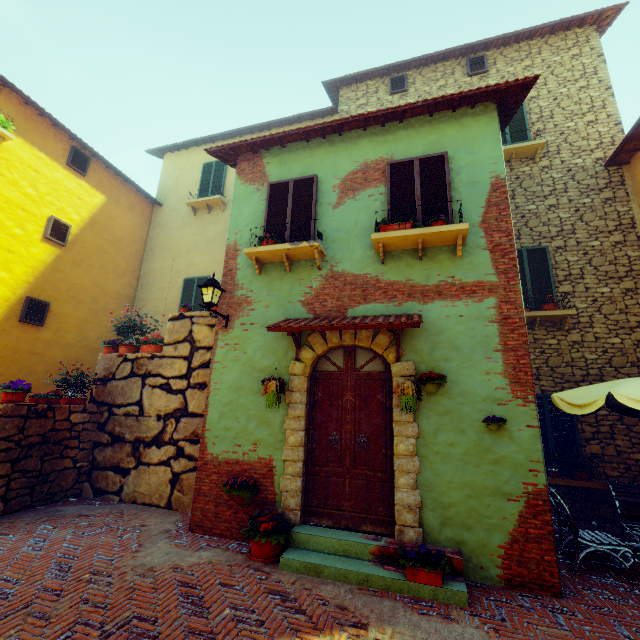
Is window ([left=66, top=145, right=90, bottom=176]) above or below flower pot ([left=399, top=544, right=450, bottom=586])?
above

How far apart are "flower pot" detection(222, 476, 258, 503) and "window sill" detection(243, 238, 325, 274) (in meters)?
3.69

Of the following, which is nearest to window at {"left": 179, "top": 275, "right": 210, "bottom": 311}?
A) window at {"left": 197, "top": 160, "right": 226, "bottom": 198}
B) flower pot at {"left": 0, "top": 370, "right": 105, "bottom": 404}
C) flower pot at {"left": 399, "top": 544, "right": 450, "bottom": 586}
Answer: window at {"left": 197, "top": 160, "right": 226, "bottom": 198}

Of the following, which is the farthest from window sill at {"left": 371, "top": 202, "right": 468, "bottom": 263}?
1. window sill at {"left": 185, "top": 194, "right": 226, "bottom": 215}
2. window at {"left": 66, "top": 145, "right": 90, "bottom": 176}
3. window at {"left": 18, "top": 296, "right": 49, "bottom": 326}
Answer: window at {"left": 18, "top": 296, "right": 49, "bottom": 326}

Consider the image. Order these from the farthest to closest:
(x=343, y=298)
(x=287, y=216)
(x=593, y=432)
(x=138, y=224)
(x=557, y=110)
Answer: (x=138, y=224)
(x=557, y=110)
(x=593, y=432)
(x=287, y=216)
(x=343, y=298)

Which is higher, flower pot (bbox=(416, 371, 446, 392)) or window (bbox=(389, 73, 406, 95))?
window (bbox=(389, 73, 406, 95))

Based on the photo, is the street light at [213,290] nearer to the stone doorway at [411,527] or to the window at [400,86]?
the stone doorway at [411,527]

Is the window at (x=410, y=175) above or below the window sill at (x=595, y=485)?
above
